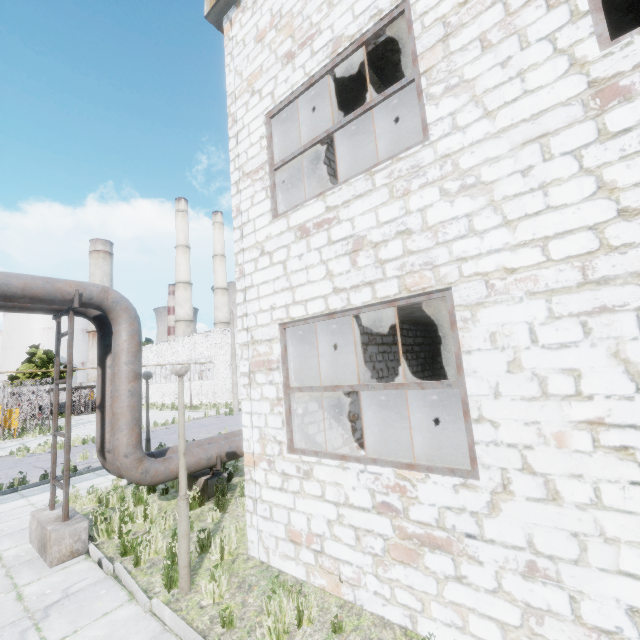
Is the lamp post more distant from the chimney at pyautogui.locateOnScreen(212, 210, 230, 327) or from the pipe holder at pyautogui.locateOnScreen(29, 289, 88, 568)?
the chimney at pyautogui.locateOnScreen(212, 210, 230, 327)

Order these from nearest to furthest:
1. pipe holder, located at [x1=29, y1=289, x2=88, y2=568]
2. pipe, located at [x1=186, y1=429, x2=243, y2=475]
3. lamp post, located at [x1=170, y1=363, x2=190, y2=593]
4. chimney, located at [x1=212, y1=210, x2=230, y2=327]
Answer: lamp post, located at [x1=170, y1=363, x2=190, y2=593]
pipe holder, located at [x1=29, y1=289, x2=88, y2=568]
pipe, located at [x1=186, y1=429, x2=243, y2=475]
chimney, located at [x1=212, y1=210, x2=230, y2=327]

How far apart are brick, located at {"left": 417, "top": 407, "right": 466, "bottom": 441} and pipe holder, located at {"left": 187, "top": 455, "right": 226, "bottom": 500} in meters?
6.2 m

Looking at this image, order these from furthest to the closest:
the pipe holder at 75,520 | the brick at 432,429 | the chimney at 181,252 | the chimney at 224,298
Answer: the chimney at 224,298 → the chimney at 181,252 → the brick at 432,429 → the pipe holder at 75,520

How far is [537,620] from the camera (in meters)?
3.01

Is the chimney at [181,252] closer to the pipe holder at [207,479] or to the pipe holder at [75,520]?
the pipe holder at [207,479]

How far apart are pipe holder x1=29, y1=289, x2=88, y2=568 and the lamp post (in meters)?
2.63

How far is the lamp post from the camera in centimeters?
477cm
